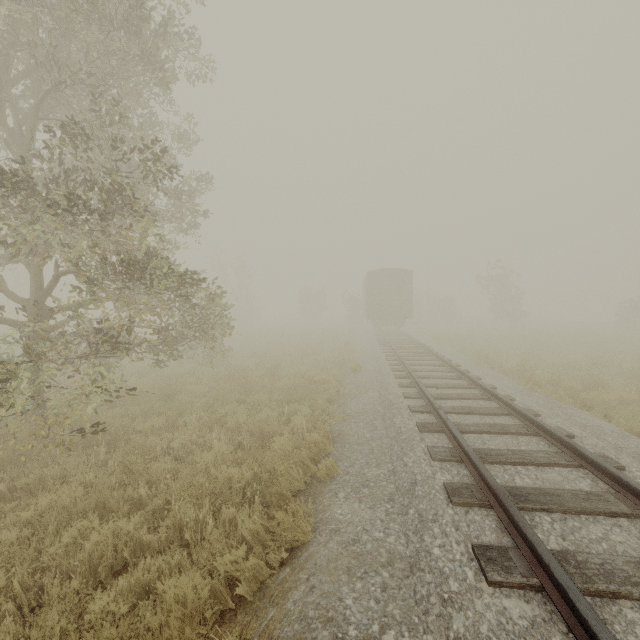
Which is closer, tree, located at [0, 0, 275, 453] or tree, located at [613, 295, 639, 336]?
tree, located at [0, 0, 275, 453]

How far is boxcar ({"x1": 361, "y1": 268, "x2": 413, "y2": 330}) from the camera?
24.2m

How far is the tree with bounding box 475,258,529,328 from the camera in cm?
3022

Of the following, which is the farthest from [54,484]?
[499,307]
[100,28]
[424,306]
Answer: [424,306]

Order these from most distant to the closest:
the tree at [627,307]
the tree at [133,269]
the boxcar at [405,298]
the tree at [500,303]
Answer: the tree at [500,303]
the tree at [627,307]
the boxcar at [405,298]
the tree at [133,269]

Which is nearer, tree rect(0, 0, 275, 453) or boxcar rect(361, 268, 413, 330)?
tree rect(0, 0, 275, 453)

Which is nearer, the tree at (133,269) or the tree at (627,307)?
the tree at (133,269)
